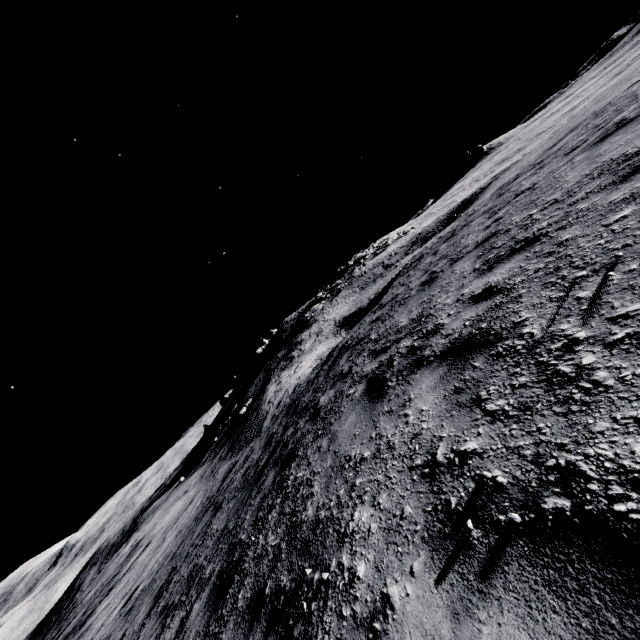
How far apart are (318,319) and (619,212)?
31.11m
